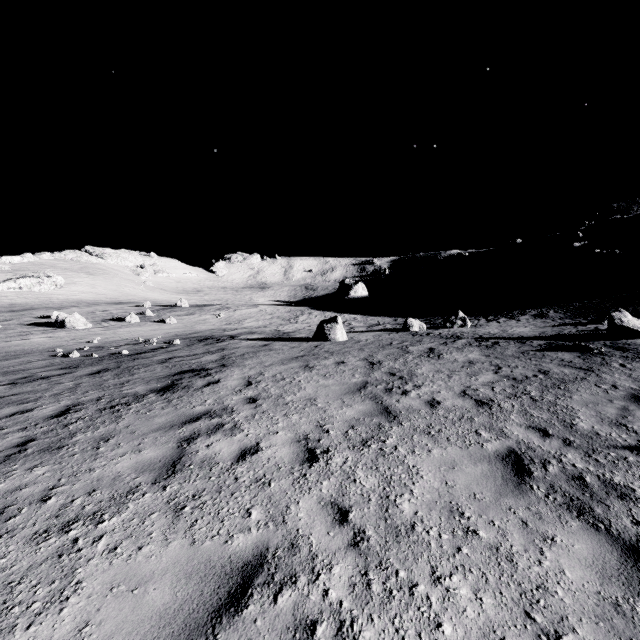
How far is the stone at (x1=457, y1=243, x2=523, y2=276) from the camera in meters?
46.8

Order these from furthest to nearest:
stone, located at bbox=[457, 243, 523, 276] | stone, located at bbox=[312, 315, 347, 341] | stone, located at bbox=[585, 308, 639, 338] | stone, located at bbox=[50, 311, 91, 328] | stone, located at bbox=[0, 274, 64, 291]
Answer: stone, located at bbox=[0, 274, 64, 291] < stone, located at bbox=[457, 243, 523, 276] < stone, located at bbox=[50, 311, 91, 328] < stone, located at bbox=[312, 315, 347, 341] < stone, located at bbox=[585, 308, 639, 338]

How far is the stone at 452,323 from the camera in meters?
20.2

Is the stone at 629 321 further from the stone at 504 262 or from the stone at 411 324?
the stone at 504 262

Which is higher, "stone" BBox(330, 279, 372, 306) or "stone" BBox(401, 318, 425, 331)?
"stone" BBox(330, 279, 372, 306)

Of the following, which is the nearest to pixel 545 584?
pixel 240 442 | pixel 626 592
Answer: pixel 626 592

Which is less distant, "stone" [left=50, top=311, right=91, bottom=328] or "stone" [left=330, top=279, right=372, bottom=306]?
"stone" [left=50, top=311, right=91, bottom=328]

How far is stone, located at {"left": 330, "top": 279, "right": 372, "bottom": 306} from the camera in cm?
4122
